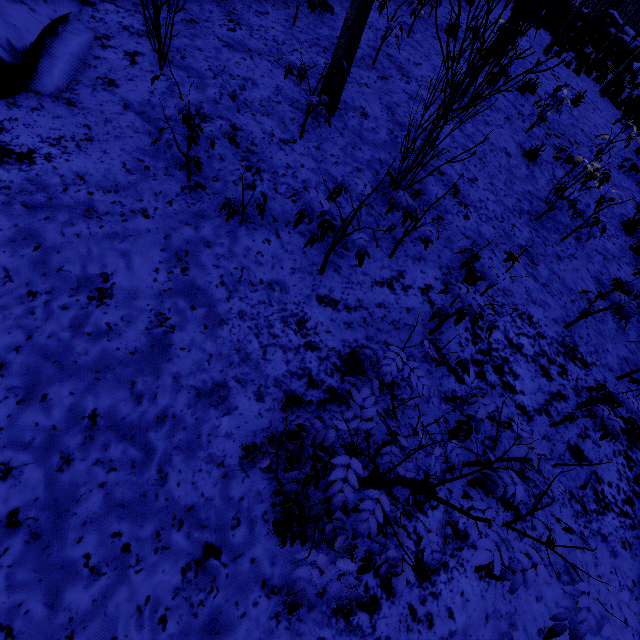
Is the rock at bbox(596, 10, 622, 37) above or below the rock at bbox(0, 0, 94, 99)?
above

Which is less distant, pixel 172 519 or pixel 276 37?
pixel 172 519

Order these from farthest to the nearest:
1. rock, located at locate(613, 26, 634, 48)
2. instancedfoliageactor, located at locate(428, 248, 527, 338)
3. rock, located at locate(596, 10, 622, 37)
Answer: rock, located at locate(596, 10, 622, 37)
rock, located at locate(613, 26, 634, 48)
instancedfoliageactor, located at locate(428, 248, 527, 338)

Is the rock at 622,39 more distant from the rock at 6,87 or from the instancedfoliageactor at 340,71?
the rock at 6,87

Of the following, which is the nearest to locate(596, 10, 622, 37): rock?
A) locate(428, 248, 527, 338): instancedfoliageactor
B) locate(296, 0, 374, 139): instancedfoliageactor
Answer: locate(296, 0, 374, 139): instancedfoliageactor

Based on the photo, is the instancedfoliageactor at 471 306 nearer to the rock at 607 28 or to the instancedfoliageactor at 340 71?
the instancedfoliageactor at 340 71

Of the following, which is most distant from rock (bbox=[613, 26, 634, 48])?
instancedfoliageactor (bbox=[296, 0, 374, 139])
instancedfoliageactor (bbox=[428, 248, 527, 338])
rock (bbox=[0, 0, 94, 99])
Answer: rock (bbox=[0, 0, 94, 99])
